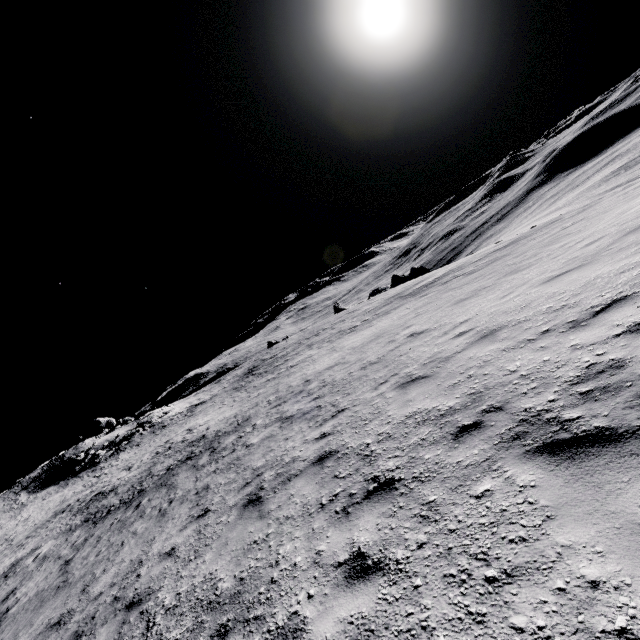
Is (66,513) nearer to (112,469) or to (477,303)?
(112,469)

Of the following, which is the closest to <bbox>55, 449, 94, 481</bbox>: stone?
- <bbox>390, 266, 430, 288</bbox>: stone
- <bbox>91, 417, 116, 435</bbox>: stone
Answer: <bbox>91, 417, 116, 435</bbox>: stone

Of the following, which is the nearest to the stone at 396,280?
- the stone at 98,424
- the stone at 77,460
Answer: the stone at 77,460

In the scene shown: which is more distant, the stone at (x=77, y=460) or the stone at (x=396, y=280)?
the stone at (x=396, y=280)

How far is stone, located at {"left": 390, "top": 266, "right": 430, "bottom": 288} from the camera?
48.28m

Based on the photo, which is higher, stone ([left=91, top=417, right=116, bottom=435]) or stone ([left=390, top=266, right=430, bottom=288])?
stone ([left=91, top=417, right=116, bottom=435])

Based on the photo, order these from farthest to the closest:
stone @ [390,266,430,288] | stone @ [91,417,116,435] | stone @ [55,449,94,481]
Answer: stone @ [91,417,116,435] < stone @ [390,266,430,288] < stone @ [55,449,94,481]

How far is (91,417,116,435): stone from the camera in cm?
5310
